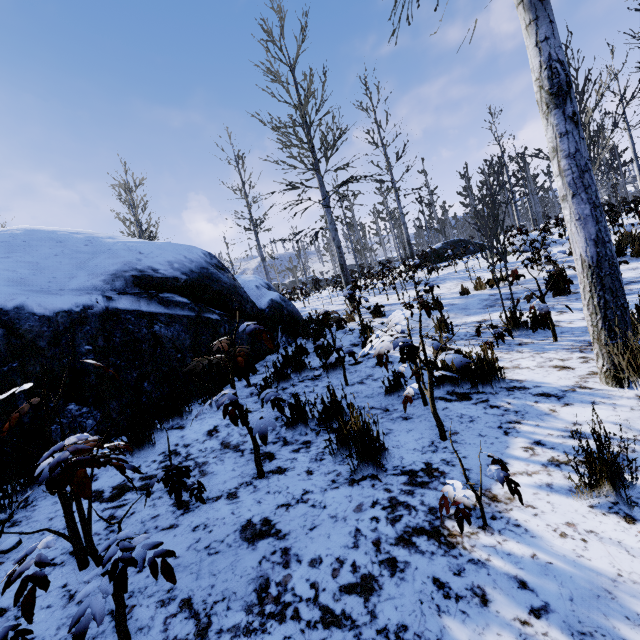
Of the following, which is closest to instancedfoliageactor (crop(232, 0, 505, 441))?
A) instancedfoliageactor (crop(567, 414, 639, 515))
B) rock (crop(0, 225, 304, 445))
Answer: rock (crop(0, 225, 304, 445))

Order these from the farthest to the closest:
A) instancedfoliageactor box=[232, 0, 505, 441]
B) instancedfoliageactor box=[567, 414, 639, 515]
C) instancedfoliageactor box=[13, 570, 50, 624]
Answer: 1. instancedfoliageactor box=[232, 0, 505, 441]
2. instancedfoliageactor box=[567, 414, 639, 515]
3. instancedfoliageactor box=[13, 570, 50, 624]

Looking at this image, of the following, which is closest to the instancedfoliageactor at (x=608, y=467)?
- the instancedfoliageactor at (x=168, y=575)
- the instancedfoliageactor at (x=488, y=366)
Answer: the instancedfoliageactor at (x=488, y=366)

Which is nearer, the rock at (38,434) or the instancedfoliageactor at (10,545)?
the instancedfoliageactor at (10,545)

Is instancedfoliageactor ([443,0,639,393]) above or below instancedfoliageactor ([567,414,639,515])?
above

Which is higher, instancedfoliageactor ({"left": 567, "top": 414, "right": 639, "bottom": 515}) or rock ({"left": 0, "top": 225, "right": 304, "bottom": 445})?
rock ({"left": 0, "top": 225, "right": 304, "bottom": 445})

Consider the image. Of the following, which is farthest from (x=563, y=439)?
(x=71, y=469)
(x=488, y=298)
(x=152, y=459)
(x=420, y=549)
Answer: (x=488, y=298)

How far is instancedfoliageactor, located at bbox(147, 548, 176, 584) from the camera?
1.13m
